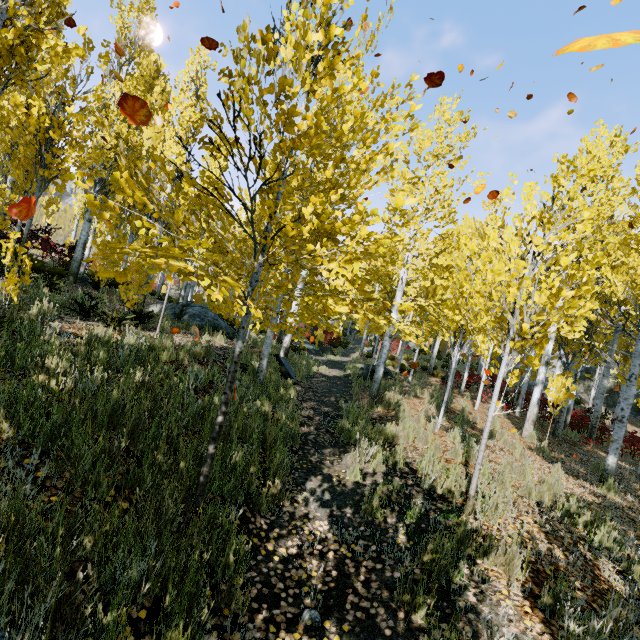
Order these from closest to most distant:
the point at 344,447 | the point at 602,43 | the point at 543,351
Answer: the point at 602,43 → the point at 543,351 → the point at 344,447

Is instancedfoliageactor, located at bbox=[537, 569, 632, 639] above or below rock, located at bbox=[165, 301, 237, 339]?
below

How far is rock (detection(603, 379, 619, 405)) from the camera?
26.86m

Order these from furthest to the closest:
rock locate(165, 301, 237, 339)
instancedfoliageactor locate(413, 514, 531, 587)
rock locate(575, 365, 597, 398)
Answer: rock locate(575, 365, 597, 398)
rock locate(165, 301, 237, 339)
instancedfoliageactor locate(413, 514, 531, 587)

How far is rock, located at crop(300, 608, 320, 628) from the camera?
2.60m

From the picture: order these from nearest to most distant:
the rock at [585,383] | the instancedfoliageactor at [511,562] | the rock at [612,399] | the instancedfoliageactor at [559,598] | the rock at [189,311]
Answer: the instancedfoliageactor at [559,598] < the instancedfoliageactor at [511,562] < the rock at [189,311] < the rock at [612,399] < the rock at [585,383]

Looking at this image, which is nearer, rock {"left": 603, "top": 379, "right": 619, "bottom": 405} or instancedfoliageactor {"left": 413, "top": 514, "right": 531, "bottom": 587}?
instancedfoliageactor {"left": 413, "top": 514, "right": 531, "bottom": 587}

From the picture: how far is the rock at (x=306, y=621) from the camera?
2.6 meters
